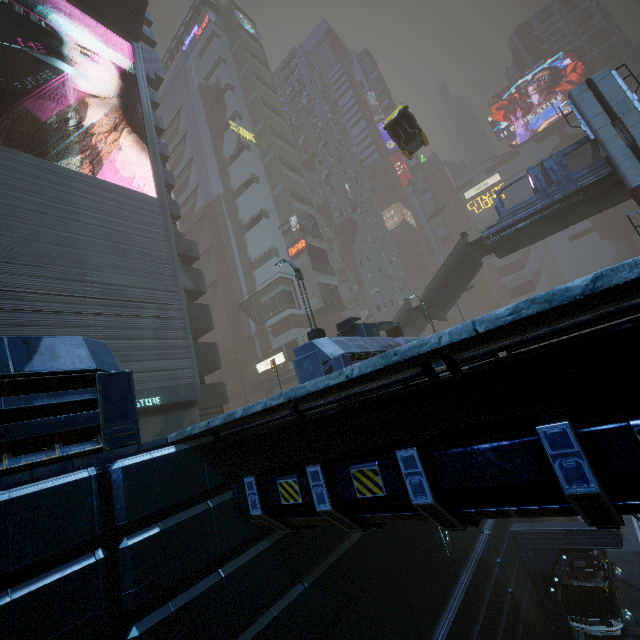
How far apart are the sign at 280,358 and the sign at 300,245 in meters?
12.7

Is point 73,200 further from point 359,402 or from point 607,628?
point 607,628

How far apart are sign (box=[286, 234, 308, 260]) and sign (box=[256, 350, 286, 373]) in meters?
12.7

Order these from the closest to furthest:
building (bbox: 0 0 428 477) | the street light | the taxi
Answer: building (bbox: 0 0 428 477) → the street light → the taxi

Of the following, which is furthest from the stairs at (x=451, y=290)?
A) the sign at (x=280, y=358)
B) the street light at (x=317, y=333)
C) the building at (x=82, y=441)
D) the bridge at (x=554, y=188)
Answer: the street light at (x=317, y=333)

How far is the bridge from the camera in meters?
21.6

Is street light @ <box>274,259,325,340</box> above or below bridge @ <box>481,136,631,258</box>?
below

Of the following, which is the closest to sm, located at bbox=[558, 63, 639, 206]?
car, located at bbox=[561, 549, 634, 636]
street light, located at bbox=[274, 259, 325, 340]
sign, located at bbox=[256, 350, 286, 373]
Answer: car, located at bbox=[561, 549, 634, 636]
